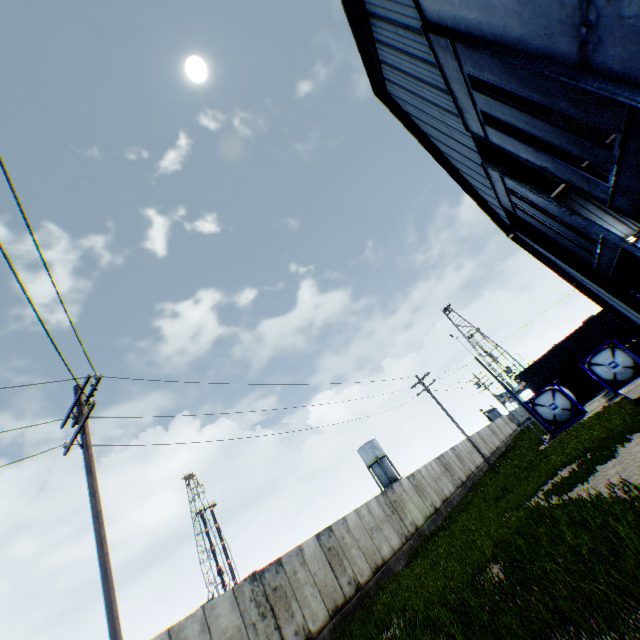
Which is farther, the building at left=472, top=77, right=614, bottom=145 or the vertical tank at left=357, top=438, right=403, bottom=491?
the vertical tank at left=357, top=438, right=403, bottom=491

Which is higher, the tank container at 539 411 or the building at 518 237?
the building at 518 237

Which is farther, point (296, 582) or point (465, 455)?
point (465, 455)

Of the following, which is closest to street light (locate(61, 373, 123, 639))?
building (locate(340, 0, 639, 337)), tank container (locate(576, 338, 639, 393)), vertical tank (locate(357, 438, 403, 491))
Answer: building (locate(340, 0, 639, 337))

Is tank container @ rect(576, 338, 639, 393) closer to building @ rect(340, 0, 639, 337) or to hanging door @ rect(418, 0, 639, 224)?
building @ rect(340, 0, 639, 337)

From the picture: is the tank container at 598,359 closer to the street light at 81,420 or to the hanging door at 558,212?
the hanging door at 558,212

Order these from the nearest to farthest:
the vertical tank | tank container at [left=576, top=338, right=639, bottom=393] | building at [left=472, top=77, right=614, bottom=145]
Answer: building at [left=472, top=77, right=614, bottom=145], tank container at [left=576, top=338, right=639, bottom=393], the vertical tank
